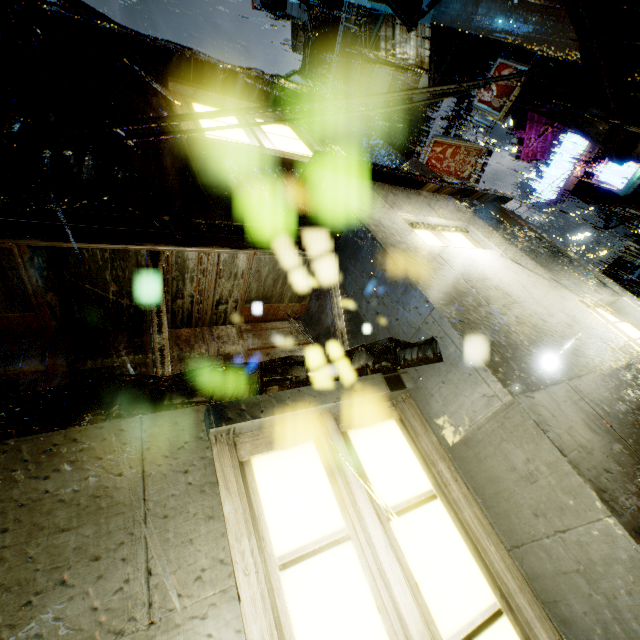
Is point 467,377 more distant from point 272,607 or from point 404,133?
point 404,133

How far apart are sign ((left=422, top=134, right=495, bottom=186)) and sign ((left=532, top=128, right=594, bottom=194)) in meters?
8.0

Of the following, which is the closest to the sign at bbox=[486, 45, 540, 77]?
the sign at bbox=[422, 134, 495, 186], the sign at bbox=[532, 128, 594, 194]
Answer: the sign at bbox=[422, 134, 495, 186]

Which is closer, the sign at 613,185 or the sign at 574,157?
the sign at 613,185

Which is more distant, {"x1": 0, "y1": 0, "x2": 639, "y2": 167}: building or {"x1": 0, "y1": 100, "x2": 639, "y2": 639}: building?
{"x1": 0, "y1": 0, "x2": 639, "y2": 167}: building

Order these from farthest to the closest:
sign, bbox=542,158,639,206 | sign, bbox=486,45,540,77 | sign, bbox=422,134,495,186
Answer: sign, bbox=542,158,639,206
sign, bbox=422,134,495,186
sign, bbox=486,45,540,77

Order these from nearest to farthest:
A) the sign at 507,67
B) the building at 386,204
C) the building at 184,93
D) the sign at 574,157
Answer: the building at 386,204
the building at 184,93
the sign at 507,67
the sign at 574,157

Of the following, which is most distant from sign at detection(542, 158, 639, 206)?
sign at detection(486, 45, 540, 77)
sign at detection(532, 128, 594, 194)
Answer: sign at detection(486, 45, 540, 77)
